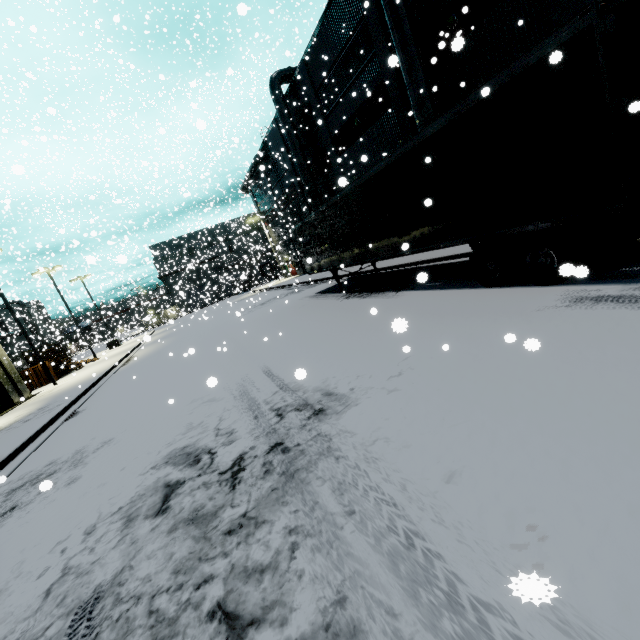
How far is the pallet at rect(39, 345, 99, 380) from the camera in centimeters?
2609cm

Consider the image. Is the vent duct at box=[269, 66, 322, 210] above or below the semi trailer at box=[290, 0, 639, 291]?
above

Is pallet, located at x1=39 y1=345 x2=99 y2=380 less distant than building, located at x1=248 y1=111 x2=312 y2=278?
Yes

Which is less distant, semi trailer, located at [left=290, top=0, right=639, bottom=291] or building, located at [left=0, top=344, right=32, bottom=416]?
semi trailer, located at [left=290, top=0, right=639, bottom=291]

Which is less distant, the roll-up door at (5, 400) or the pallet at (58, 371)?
the roll-up door at (5, 400)

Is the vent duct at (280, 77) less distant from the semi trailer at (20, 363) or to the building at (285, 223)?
the building at (285, 223)

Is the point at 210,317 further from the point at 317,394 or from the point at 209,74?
the point at 209,74

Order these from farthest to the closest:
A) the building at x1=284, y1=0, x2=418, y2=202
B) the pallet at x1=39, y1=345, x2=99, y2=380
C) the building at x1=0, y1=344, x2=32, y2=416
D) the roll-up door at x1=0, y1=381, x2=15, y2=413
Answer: the pallet at x1=39, y1=345, x2=99, y2=380, the building at x1=0, y1=344, x2=32, y2=416, the roll-up door at x1=0, y1=381, x2=15, y2=413, the building at x1=284, y1=0, x2=418, y2=202
